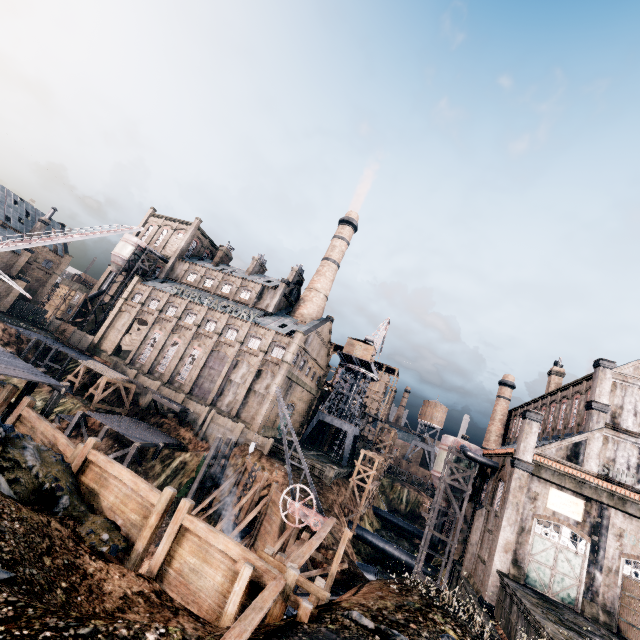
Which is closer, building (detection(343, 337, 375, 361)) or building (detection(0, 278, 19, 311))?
building (detection(0, 278, 19, 311))

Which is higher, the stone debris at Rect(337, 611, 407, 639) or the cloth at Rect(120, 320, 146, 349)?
the cloth at Rect(120, 320, 146, 349)

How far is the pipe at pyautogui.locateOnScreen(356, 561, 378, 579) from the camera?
29.2m

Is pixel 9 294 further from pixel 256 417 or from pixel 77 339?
pixel 256 417

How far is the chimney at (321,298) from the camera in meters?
57.2 m

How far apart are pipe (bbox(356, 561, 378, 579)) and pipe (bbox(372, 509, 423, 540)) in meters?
31.1

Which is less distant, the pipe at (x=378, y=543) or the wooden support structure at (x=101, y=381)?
the pipe at (x=378, y=543)

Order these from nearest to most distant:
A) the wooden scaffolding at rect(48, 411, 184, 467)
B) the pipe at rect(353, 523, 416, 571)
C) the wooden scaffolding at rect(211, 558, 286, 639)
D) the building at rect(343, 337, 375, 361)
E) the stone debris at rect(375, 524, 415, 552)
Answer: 1. the wooden scaffolding at rect(211, 558, 286, 639)
2. the wooden scaffolding at rect(48, 411, 184, 467)
3. the pipe at rect(353, 523, 416, 571)
4. the stone debris at rect(375, 524, 415, 552)
5. the building at rect(343, 337, 375, 361)
